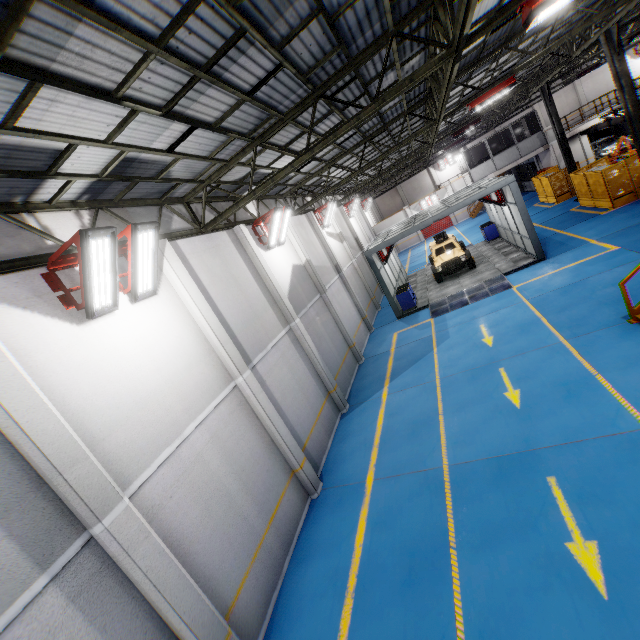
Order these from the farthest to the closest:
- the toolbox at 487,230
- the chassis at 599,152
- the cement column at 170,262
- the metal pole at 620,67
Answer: the chassis at 599,152 < the toolbox at 487,230 < the metal pole at 620,67 < the cement column at 170,262

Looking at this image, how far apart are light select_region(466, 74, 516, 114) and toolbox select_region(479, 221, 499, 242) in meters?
12.0 m

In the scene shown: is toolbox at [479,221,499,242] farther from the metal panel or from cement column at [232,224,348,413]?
cement column at [232,224,348,413]

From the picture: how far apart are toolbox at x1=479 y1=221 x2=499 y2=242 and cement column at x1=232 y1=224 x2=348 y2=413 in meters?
18.1

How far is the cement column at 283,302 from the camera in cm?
1117

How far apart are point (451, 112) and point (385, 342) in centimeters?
1058cm

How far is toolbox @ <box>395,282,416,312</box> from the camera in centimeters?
1870cm

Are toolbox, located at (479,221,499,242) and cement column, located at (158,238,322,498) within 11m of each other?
no
